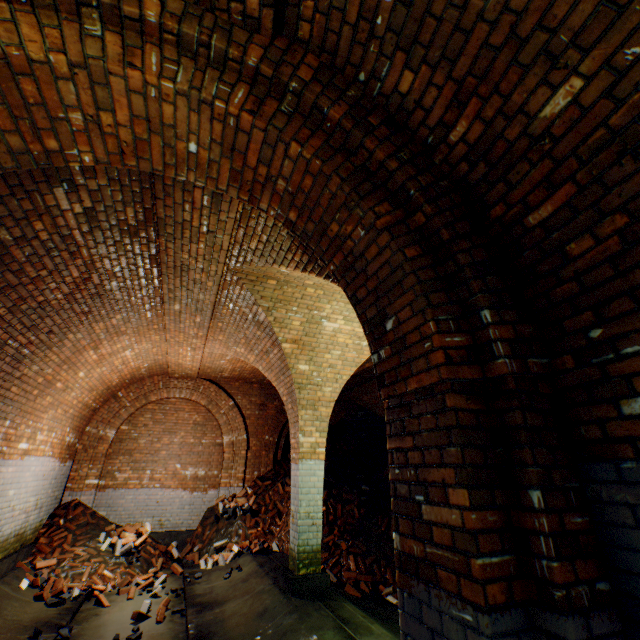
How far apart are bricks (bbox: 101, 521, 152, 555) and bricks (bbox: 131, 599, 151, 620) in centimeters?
245cm

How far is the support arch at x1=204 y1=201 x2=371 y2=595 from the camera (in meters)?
4.00

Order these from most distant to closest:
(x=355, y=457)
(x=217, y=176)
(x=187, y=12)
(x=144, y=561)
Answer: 1. (x=355, y=457)
2. (x=144, y=561)
3. (x=217, y=176)
4. (x=187, y=12)

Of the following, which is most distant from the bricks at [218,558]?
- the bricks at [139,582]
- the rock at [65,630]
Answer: the rock at [65,630]

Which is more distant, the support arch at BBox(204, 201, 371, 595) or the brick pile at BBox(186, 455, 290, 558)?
the brick pile at BBox(186, 455, 290, 558)

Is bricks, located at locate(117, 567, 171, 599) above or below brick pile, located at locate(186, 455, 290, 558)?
below

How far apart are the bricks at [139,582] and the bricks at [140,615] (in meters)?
0.83

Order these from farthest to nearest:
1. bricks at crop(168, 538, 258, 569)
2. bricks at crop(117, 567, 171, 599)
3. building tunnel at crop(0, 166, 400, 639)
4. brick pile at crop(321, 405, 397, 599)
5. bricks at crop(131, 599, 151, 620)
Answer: bricks at crop(168, 538, 258, 569) → brick pile at crop(321, 405, 397, 599) → bricks at crop(117, 567, 171, 599) → bricks at crop(131, 599, 151, 620) → building tunnel at crop(0, 166, 400, 639)
